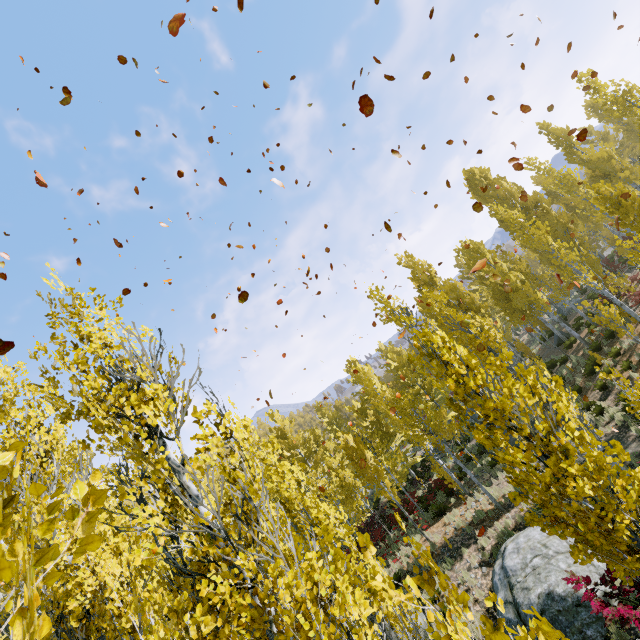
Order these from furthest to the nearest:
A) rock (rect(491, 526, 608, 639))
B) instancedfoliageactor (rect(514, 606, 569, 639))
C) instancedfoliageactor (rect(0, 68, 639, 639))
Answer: rock (rect(491, 526, 608, 639)), instancedfoliageactor (rect(0, 68, 639, 639)), instancedfoliageactor (rect(514, 606, 569, 639))

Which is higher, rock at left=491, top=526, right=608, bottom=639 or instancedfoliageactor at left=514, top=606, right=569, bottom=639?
instancedfoliageactor at left=514, top=606, right=569, bottom=639

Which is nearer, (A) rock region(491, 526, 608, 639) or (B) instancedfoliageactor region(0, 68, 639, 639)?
(B) instancedfoliageactor region(0, 68, 639, 639)

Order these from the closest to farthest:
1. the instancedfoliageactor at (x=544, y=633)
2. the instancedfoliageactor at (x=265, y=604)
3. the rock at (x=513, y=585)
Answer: the instancedfoliageactor at (x=544, y=633)
the instancedfoliageactor at (x=265, y=604)
the rock at (x=513, y=585)

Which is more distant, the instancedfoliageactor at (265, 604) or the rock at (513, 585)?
the rock at (513, 585)

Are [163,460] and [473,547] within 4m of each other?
no

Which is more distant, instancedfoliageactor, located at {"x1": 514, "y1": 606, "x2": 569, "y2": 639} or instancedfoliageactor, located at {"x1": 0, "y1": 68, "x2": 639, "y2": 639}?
instancedfoliageactor, located at {"x1": 0, "y1": 68, "x2": 639, "y2": 639}
